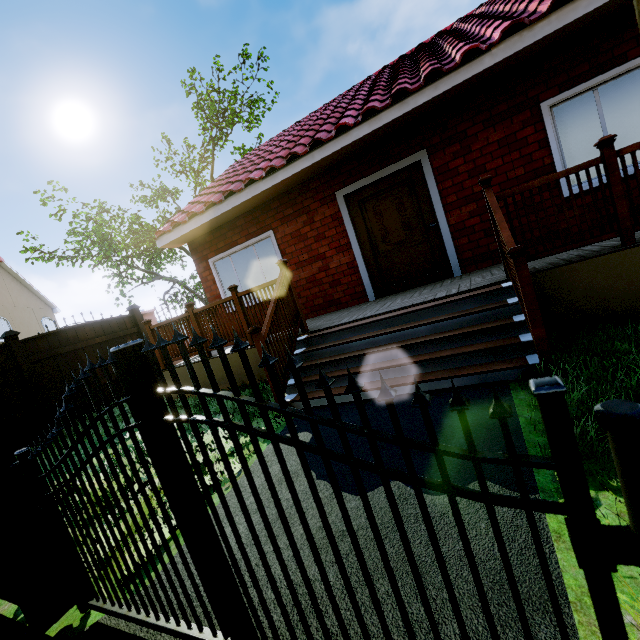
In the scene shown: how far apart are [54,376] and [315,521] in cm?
782

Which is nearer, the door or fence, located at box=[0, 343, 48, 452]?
the door

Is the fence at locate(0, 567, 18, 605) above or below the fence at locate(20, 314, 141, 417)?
below

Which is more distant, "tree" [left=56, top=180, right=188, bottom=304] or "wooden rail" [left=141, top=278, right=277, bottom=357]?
"tree" [left=56, top=180, right=188, bottom=304]

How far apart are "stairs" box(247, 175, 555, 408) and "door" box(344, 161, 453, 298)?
1.9 meters

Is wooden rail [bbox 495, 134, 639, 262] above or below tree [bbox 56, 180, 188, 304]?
below

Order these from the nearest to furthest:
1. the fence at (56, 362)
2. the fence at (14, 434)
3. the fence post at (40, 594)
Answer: the fence post at (40, 594) → the fence at (14, 434) → the fence at (56, 362)

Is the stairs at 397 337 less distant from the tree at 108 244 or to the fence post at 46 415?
the tree at 108 244
